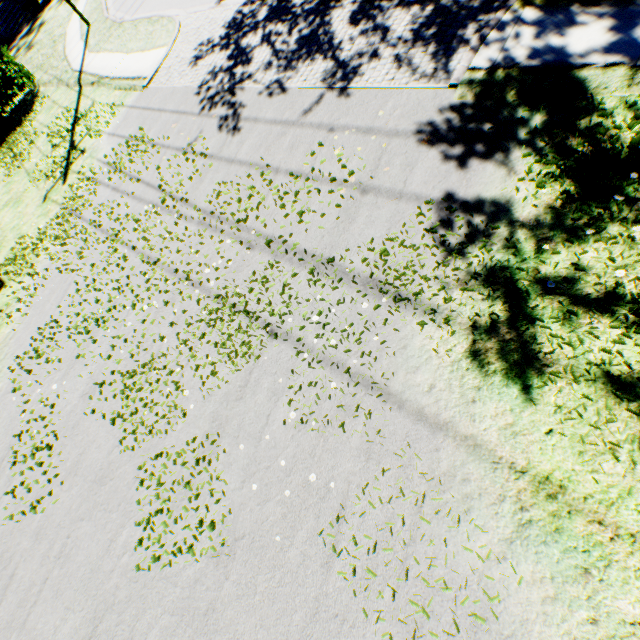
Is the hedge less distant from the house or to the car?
the house

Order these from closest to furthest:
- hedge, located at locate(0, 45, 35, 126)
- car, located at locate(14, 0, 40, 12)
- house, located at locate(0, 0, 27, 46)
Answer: hedge, located at locate(0, 45, 35, 126), car, located at locate(14, 0, 40, 12), house, located at locate(0, 0, 27, 46)

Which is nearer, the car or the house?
the car

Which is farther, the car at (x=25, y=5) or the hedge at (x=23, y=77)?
the car at (x=25, y=5)

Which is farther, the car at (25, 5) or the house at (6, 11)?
the house at (6, 11)

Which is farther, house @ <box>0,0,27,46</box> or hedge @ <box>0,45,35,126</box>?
house @ <box>0,0,27,46</box>

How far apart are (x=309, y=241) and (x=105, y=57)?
14.8m
